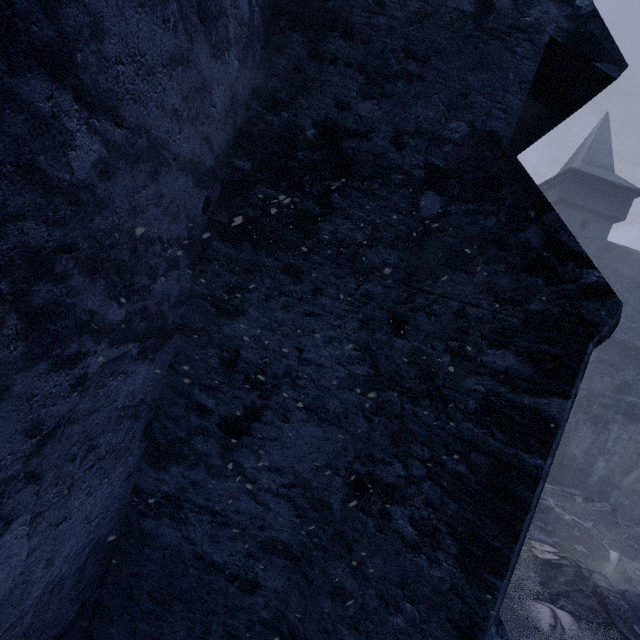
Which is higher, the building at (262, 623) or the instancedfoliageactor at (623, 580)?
the building at (262, 623)

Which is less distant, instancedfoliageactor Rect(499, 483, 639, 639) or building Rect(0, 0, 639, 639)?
building Rect(0, 0, 639, 639)

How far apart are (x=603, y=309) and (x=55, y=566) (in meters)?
4.28

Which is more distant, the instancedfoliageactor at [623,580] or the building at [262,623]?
the instancedfoliageactor at [623,580]

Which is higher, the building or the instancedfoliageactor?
the building
